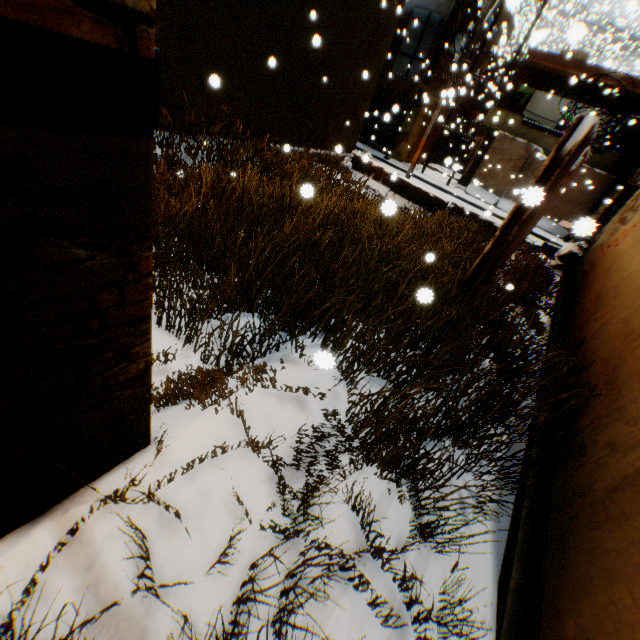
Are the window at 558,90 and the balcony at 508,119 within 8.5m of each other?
yes

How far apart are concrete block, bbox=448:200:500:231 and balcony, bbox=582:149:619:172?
2.13m

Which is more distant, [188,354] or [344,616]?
[188,354]

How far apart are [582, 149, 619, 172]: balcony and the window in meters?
1.1 m

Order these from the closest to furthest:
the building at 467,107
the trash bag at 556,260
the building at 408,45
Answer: the trash bag at 556,260, the building at 408,45, the building at 467,107

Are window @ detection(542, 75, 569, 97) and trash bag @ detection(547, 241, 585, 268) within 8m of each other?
no

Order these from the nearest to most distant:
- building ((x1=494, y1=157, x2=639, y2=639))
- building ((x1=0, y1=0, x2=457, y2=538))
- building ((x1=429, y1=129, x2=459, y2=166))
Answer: building ((x1=0, y1=0, x2=457, y2=538))
building ((x1=494, y1=157, x2=639, y2=639))
building ((x1=429, y1=129, x2=459, y2=166))
